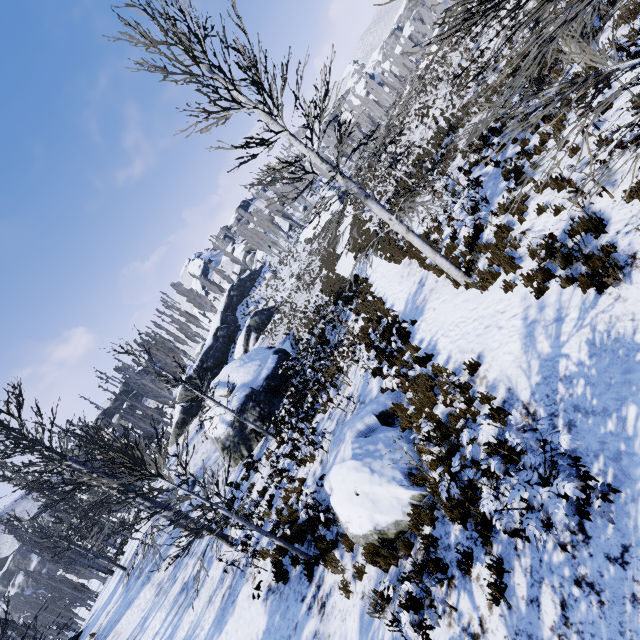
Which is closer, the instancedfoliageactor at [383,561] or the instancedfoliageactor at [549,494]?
the instancedfoliageactor at [549,494]

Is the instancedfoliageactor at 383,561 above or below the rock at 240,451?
below

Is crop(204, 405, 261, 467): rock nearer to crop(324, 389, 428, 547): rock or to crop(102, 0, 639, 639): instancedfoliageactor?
crop(324, 389, 428, 547): rock

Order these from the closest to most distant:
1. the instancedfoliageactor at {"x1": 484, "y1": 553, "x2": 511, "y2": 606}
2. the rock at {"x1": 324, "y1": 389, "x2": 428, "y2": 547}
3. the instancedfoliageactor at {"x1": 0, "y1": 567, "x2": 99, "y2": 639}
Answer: the instancedfoliageactor at {"x1": 484, "y1": 553, "x2": 511, "y2": 606}
the rock at {"x1": 324, "y1": 389, "x2": 428, "y2": 547}
the instancedfoliageactor at {"x1": 0, "y1": 567, "x2": 99, "y2": 639}

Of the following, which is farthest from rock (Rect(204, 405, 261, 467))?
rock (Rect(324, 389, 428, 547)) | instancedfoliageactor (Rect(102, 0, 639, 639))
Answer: instancedfoliageactor (Rect(102, 0, 639, 639))

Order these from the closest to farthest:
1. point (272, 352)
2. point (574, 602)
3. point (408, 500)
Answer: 1. point (574, 602)
2. point (408, 500)
3. point (272, 352)

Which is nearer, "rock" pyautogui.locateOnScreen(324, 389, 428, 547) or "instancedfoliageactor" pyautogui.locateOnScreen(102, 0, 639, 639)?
"instancedfoliageactor" pyautogui.locateOnScreen(102, 0, 639, 639)

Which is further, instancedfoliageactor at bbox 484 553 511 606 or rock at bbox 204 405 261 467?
rock at bbox 204 405 261 467
